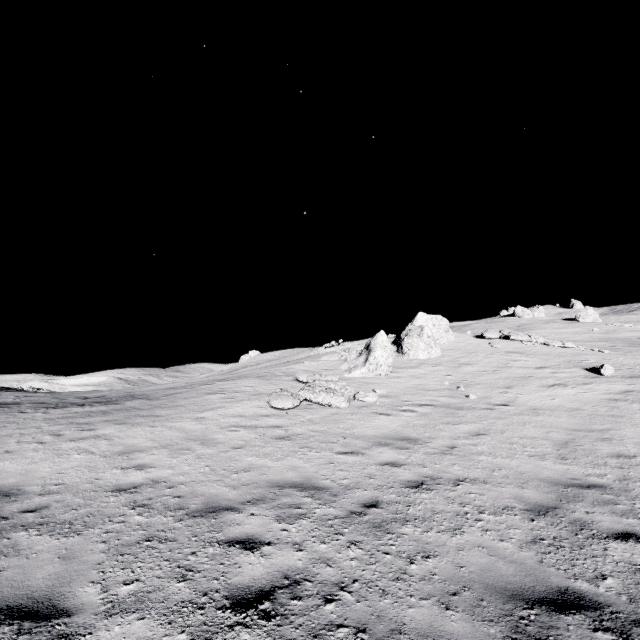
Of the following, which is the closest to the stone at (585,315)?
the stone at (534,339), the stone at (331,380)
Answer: the stone at (534,339)

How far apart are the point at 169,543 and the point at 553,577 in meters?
5.2

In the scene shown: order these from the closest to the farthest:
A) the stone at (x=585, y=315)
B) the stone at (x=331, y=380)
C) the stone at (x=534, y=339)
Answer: the stone at (x=331, y=380)
the stone at (x=534, y=339)
the stone at (x=585, y=315)

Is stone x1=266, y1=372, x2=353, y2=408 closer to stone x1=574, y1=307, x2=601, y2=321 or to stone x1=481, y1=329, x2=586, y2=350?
stone x1=481, y1=329, x2=586, y2=350

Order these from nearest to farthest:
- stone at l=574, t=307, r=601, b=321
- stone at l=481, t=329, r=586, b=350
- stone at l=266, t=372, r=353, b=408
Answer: stone at l=266, t=372, r=353, b=408
stone at l=481, t=329, r=586, b=350
stone at l=574, t=307, r=601, b=321

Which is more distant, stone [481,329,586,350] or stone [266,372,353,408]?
stone [481,329,586,350]

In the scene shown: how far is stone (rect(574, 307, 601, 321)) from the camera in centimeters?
5267cm
